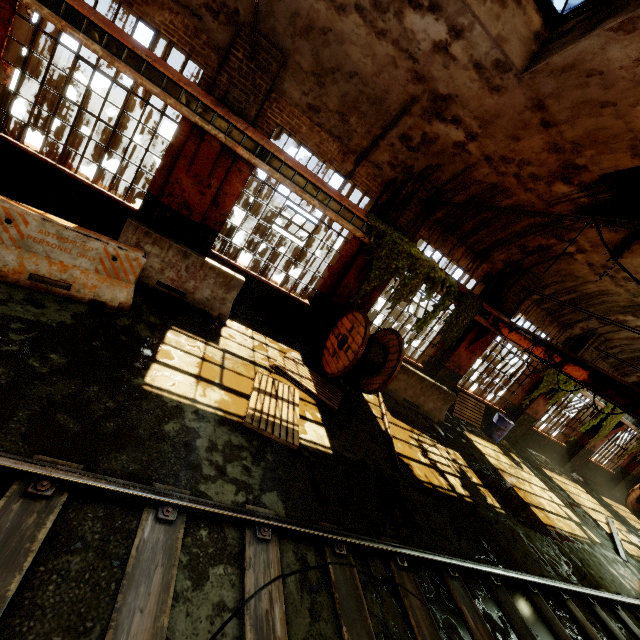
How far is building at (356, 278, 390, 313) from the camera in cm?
954

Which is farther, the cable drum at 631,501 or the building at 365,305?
the cable drum at 631,501

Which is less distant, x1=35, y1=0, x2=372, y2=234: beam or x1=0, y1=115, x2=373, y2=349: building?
x1=35, y1=0, x2=372, y2=234: beam

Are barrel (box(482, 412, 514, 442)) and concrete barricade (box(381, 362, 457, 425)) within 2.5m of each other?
no

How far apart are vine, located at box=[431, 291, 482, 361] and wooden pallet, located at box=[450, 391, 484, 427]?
2.8 meters

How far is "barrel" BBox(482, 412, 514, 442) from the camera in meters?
12.3

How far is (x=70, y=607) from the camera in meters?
2.1

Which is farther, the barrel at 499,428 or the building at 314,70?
the barrel at 499,428
